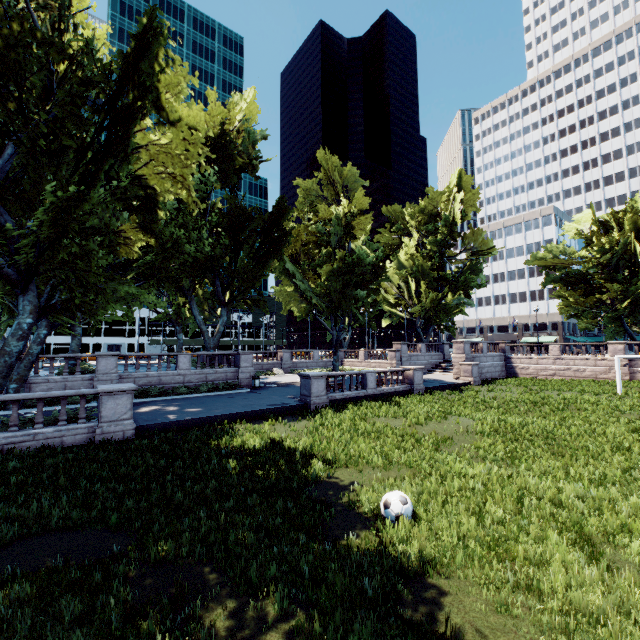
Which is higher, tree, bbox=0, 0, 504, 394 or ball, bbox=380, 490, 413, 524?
tree, bbox=0, 0, 504, 394

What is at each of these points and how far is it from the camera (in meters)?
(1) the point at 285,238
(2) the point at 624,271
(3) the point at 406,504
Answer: (1) tree, 27.94
(2) tree, 35.00
(3) ball, 6.77

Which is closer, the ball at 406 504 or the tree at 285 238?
the ball at 406 504

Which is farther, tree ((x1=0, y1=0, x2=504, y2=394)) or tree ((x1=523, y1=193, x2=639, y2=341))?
tree ((x1=523, y1=193, x2=639, y2=341))

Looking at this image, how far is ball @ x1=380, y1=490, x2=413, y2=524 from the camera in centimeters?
668cm

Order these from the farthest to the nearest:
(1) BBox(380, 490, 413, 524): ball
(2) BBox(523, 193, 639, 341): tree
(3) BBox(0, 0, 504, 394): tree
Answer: (2) BBox(523, 193, 639, 341): tree → (3) BBox(0, 0, 504, 394): tree → (1) BBox(380, 490, 413, 524): ball

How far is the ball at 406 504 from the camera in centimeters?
668cm
